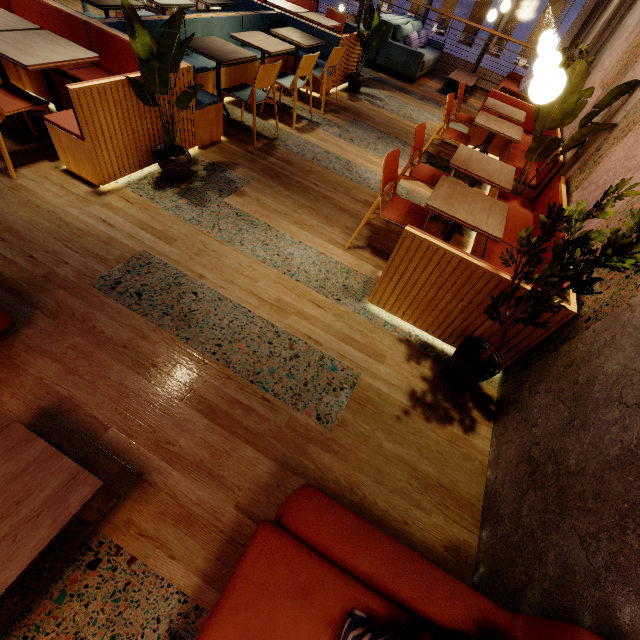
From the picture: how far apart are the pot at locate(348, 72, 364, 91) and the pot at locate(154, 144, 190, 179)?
4.5 meters

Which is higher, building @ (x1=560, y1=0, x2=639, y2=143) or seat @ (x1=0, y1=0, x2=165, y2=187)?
building @ (x1=560, y1=0, x2=639, y2=143)

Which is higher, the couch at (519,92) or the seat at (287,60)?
the couch at (519,92)

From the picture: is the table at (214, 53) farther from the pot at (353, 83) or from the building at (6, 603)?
the pot at (353, 83)

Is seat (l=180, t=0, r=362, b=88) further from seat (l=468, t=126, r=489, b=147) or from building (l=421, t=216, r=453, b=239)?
seat (l=468, t=126, r=489, b=147)

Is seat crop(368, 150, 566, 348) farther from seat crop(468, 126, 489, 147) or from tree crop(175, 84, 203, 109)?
tree crop(175, 84, 203, 109)

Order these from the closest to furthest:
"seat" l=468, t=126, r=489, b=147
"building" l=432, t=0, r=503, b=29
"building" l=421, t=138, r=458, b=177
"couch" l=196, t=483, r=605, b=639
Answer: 1. "couch" l=196, t=483, r=605, b=639
2. "building" l=421, t=138, r=458, b=177
3. "seat" l=468, t=126, r=489, b=147
4. "building" l=432, t=0, r=503, b=29

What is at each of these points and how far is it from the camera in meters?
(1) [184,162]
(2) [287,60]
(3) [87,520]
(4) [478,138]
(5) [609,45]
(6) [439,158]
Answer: (1) pot, 3.1 m
(2) seat, 5.5 m
(3) building, 1.5 m
(4) seat, 5.7 m
(5) building, 4.8 m
(6) building, 5.2 m
